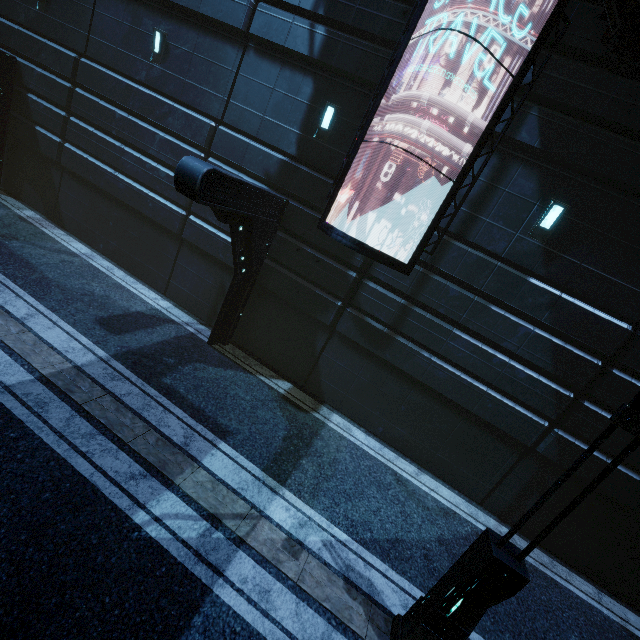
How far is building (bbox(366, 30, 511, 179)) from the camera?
7.17m

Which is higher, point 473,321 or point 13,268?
point 473,321

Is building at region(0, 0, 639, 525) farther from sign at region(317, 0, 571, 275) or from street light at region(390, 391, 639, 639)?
street light at region(390, 391, 639, 639)

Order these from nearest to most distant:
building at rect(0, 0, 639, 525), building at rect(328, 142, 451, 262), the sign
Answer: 1. the sign
2. building at rect(0, 0, 639, 525)
3. building at rect(328, 142, 451, 262)

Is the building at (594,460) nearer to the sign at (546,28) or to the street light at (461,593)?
the sign at (546,28)

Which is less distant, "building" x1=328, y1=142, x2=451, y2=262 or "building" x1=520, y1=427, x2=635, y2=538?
"building" x1=520, y1=427, x2=635, y2=538

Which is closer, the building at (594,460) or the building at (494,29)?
the building at (494,29)

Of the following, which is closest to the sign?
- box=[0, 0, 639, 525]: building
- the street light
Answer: box=[0, 0, 639, 525]: building
